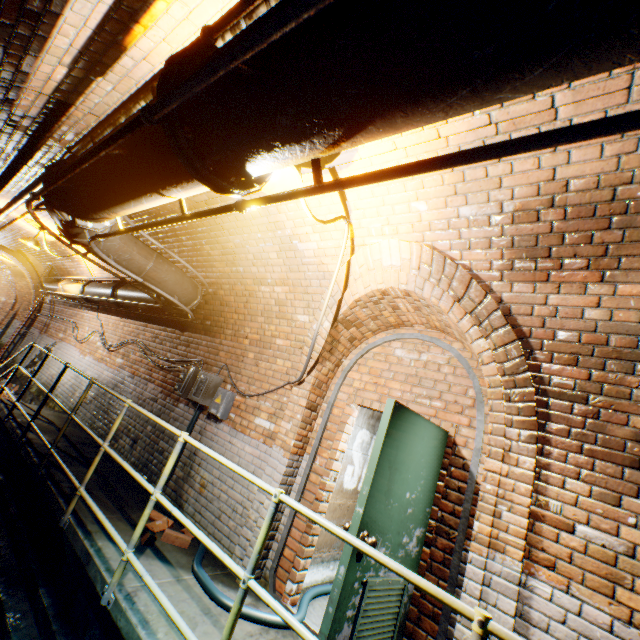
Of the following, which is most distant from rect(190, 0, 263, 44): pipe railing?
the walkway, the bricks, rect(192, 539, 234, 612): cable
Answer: the bricks

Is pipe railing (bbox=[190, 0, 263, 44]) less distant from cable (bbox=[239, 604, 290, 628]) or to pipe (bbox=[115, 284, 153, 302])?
pipe (bbox=[115, 284, 153, 302])

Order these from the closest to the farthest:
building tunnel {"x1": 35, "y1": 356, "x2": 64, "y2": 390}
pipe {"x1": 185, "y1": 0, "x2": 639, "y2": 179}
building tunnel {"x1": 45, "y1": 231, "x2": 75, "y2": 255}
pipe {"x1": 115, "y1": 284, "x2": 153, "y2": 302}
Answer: pipe {"x1": 185, "y1": 0, "x2": 639, "y2": 179} < pipe {"x1": 115, "y1": 284, "x2": 153, "y2": 302} < building tunnel {"x1": 45, "y1": 231, "x2": 75, "y2": 255} < building tunnel {"x1": 35, "y1": 356, "x2": 64, "y2": 390}

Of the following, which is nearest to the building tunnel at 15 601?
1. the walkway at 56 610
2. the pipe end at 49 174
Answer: the walkway at 56 610

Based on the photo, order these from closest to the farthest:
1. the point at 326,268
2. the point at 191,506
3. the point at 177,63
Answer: the point at 177,63 → the point at 326,268 → the point at 191,506

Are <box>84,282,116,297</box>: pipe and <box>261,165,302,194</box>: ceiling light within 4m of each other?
no

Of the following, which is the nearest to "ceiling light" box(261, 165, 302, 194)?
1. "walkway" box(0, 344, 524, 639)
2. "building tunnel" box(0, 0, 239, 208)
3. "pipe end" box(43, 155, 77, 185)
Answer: "building tunnel" box(0, 0, 239, 208)

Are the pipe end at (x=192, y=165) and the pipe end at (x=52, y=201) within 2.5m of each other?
yes
